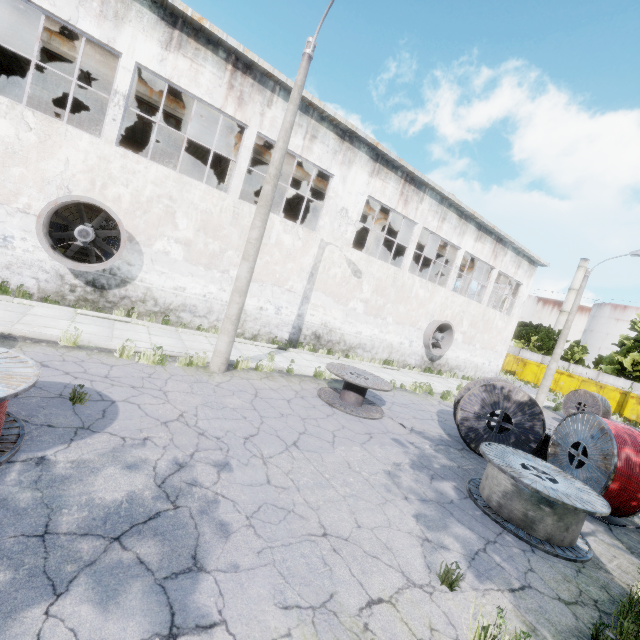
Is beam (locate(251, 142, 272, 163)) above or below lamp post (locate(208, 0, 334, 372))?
above

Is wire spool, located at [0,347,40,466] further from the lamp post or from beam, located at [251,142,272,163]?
beam, located at [251,142,272,163]

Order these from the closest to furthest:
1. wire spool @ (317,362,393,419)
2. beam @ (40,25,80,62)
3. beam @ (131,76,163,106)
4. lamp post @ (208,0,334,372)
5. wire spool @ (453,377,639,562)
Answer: wire spool @ (453,377,639,562)
lamp post @ (208,0,334,372)
wire spool @ (317,362,393,419)
beam @ (40,25,80,62)
beam @ (131,76,163,106)

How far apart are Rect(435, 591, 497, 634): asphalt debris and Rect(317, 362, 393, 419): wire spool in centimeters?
496cm

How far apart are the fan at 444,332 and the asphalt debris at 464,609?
16.1 meters

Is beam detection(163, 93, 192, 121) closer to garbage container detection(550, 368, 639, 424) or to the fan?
the fan

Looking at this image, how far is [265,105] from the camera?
12.1m

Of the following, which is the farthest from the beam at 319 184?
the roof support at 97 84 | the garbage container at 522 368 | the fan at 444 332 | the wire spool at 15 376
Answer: the garbage container at 522 368
